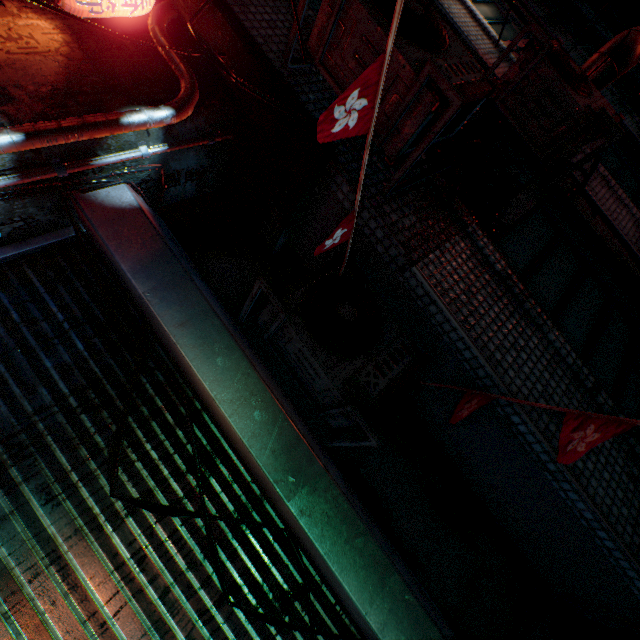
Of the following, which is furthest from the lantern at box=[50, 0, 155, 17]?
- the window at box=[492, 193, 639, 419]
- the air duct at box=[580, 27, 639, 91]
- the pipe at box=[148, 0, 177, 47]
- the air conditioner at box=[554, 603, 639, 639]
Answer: the air conditioner at box=[554, 603, 639, 639]

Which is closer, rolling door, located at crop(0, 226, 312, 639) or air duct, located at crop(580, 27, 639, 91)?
rolling door, located at crop(0, 226, 312, 639)

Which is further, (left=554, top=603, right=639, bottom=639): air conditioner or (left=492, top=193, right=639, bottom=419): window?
(left=492, top=193, right=639, bottom=419): window

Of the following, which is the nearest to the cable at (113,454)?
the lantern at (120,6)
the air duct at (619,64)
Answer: the lantern at (120,6)

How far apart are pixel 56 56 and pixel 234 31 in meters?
0.9

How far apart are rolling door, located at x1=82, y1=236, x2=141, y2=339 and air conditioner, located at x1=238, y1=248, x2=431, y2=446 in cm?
21

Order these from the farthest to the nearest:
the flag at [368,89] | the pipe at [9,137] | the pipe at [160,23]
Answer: the pipe at [160,23], the pipe at [9,137], the flag at [368,89]
